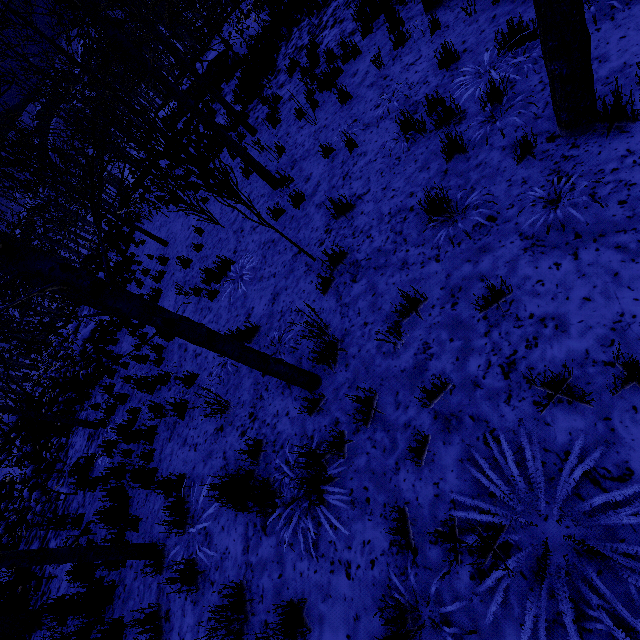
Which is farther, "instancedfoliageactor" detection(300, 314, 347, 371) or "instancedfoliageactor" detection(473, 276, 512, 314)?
"instancedfoliageactor" detection(300, 314, 347, 371)

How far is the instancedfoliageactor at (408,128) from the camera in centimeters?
438cm

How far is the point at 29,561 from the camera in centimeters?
352cm

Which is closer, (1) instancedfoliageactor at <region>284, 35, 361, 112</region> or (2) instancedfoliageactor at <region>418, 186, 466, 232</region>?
(2) instancedfoliageactor at <region>418, 186, 466, 232</region>

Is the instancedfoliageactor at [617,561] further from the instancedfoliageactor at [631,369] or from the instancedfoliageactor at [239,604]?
the instancedfoliageactor at [239,604]

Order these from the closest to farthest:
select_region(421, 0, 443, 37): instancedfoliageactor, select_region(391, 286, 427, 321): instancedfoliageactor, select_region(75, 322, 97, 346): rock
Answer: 1. select_region(391, 286, 427, 321): instancedfoliageactor
2. select_region(421, 0, 443, 37): instancedfoliageactor
3. select_region(75, 322, 97, 346): rock

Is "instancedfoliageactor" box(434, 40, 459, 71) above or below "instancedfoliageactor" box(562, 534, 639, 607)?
below

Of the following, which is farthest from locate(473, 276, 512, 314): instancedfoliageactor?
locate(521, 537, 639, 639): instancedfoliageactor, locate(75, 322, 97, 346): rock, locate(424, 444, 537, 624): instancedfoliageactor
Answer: locate(75, 322, 97, 346): rock
